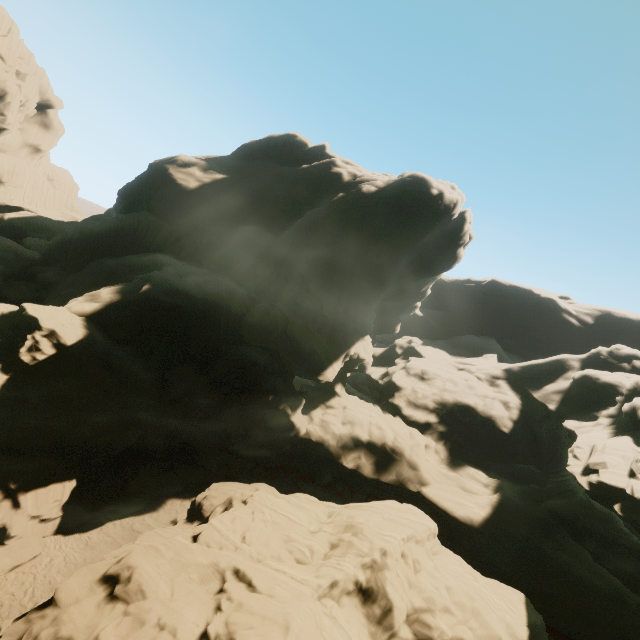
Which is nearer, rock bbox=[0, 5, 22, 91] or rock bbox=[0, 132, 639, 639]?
rock bbox=[0, 132, 639, 639]

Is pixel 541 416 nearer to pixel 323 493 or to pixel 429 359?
pixel 429 359

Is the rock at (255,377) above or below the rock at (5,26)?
below

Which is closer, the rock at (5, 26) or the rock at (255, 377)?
the rock at (255, 377)

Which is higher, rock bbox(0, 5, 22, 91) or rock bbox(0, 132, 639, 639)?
rock bbox(0, 5, 22, 91)
